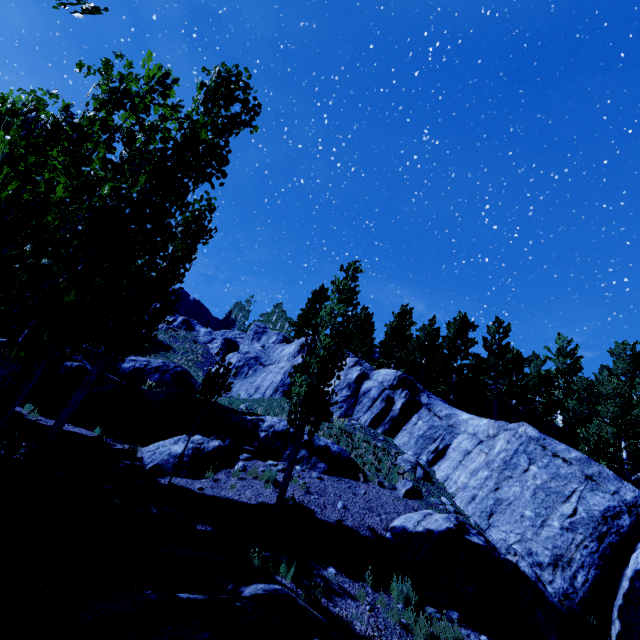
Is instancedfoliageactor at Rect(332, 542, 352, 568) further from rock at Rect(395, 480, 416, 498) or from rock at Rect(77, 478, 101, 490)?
rock at Rect(77, 478, 101, 490)

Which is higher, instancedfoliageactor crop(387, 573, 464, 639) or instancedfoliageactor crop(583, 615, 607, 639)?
instancedfoliageactor crop(583, 615, 607, 639)

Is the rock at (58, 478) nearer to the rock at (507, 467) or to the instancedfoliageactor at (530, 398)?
the instancedfoliageactor at (530, 398)

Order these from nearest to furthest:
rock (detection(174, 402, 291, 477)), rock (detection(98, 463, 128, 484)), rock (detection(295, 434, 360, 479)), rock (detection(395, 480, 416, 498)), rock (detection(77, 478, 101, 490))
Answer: rock (detection(77, 478, 101, 490))
rock (detection(98, 463, 128, 484))
rock (detection(174, 402, 291, 477))
rock (detection(395, 480, 416, 498))
rock (detection(295, 434, 360, 479))

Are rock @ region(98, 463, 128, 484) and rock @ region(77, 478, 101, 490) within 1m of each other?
yes

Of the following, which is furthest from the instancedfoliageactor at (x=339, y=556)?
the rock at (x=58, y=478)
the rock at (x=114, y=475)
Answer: the rock at (x=58, y=478)

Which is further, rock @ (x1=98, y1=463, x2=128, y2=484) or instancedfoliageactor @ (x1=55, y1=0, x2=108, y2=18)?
rock @ (x1=98, y1=463, x2=128, y2=484)

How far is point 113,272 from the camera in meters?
5.7
